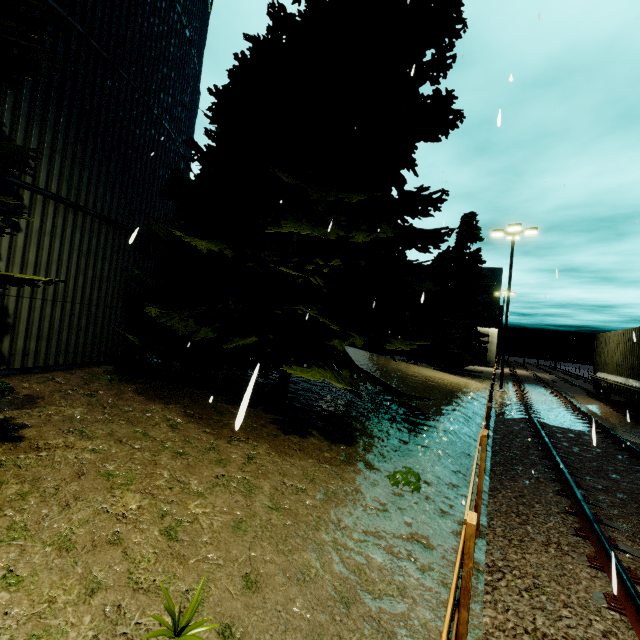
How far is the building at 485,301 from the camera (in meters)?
42.69

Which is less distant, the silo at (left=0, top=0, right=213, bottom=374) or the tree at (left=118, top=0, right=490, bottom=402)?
the silo at (left=0, top=0, right=213, bottom=374)

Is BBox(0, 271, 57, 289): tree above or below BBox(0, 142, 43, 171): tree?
below

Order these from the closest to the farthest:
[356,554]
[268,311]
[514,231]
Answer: [356,554]
[268,311]
[514,231]

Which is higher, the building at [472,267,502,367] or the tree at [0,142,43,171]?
the building at [472,267,502,367]

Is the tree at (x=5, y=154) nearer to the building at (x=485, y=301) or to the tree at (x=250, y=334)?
the tree at (x=250, y=334)

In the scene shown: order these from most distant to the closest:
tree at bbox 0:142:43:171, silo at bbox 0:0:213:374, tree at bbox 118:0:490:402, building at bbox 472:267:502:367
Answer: building at bbox 472:267:502:367 → tree at bbox 118:0:490:402 → silo at bbox 0:0:213:374 → tree at bbox 0:142:43:171

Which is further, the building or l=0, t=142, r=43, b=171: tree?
the building
